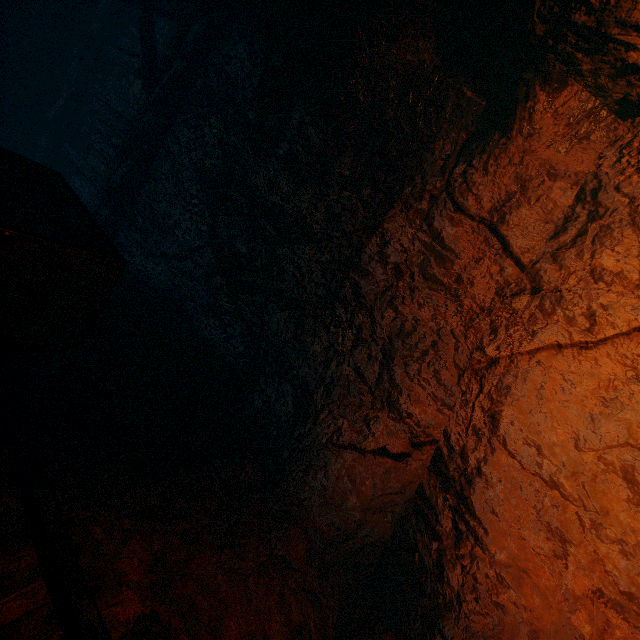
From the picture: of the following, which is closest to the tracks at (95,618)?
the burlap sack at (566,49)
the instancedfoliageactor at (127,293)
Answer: the burlap sack at (566,49)

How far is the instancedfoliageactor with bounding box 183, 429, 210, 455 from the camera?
3.1 meters

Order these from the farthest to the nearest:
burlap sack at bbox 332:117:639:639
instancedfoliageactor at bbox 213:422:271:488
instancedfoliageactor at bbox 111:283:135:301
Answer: instancedfoliageactor at bbox 111:283:135:301
instancedfoliageactor at bbox 213:422:271:488
burlap sack at bbox 332:117:639:639

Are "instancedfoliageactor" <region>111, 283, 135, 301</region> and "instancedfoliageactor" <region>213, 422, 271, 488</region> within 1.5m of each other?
no

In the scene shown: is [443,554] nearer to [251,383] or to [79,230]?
[251,383]

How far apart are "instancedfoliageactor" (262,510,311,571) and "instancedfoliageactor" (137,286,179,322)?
3.26m

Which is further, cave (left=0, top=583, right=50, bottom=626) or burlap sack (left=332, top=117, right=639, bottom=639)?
burlap sack (left=332, top=117, right=639, bottom=639)

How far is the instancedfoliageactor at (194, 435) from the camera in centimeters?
307cm
